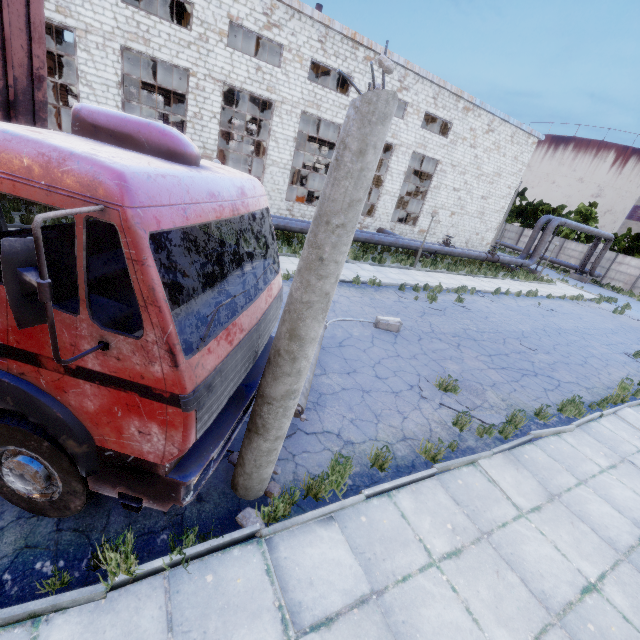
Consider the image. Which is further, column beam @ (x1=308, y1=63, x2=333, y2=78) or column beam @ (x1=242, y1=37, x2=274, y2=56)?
column beam @ (x1=308, y1=63, x2=333, y2=78)

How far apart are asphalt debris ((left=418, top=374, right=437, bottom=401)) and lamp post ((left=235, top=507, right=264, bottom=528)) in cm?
458

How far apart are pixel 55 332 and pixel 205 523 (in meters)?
3.06

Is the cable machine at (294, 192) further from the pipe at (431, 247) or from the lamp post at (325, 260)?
the lamp post at (325, 260)

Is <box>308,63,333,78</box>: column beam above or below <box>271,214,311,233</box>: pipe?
above

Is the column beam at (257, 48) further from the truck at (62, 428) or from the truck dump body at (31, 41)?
the truck at (62, 428)

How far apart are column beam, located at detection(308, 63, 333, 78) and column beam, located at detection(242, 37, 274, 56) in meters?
4.0

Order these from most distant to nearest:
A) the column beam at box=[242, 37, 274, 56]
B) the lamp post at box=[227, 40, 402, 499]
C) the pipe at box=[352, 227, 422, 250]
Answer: the column beam at box=[242, 37, 274, 56] < the pipe at box=[352, 227, 422, 250] < the lamp post at box=[227, 40, 402, 499]
